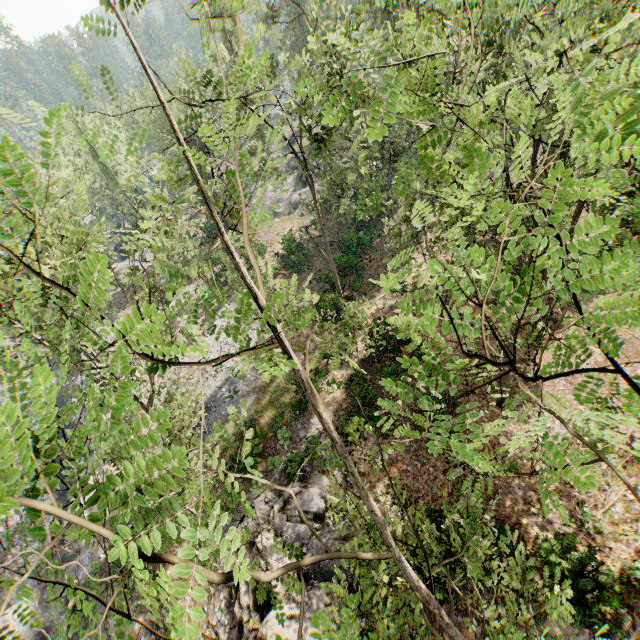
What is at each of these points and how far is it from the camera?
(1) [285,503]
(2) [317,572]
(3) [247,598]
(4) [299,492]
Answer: (1) rock, 16.2m
(2) rock, 14.1m
(3) rock, 14.2m
(4) rock, 16.4m

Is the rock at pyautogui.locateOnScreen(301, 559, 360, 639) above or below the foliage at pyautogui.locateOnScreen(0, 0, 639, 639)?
below

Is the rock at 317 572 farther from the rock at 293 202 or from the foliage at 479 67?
the rock at 293 202

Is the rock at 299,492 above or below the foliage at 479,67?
below

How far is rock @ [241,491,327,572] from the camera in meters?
14.0

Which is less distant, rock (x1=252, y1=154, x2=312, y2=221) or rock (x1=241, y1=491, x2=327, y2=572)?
rock (x1=241, y1=491, x2=327, y2=572)
